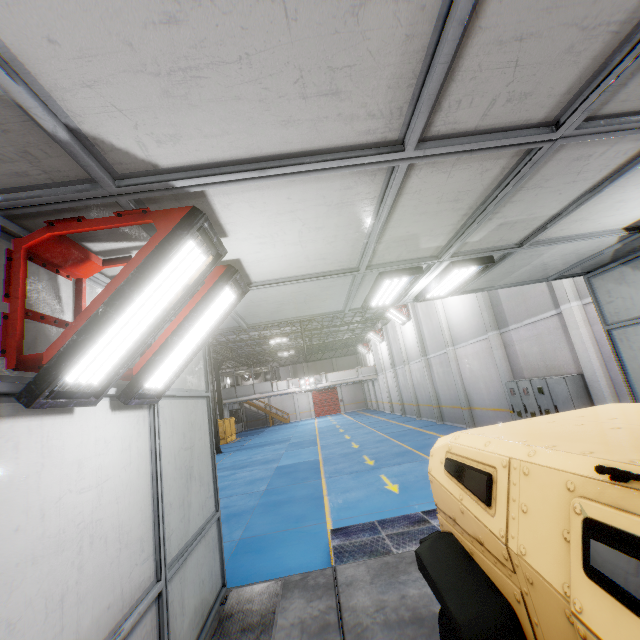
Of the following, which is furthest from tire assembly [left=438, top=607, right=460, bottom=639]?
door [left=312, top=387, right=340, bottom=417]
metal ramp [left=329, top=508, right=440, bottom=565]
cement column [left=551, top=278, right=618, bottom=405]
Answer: door [left=312, top=387, right=340, bottom=417]

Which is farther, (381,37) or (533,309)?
(533,309)

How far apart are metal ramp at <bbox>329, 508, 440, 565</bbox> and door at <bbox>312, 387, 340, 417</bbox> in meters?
40.3 m

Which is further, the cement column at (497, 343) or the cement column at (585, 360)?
the cement column at (497, 343)

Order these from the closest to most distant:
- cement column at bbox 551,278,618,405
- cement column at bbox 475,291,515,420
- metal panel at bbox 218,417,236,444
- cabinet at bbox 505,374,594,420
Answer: cement column at bbox 551,278,618,405 → cabinet at bbox 505,374,594,420 → cement column at bbox 475,291,515,420 → metal panel at bbox 218,417,236,444

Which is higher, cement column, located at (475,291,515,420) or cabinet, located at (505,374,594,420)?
cement column, located at (475,291,515,420)

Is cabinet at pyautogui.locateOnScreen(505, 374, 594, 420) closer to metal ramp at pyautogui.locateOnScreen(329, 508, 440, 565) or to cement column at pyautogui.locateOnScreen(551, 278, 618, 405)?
cement column at pyautogui.locateOnScreen(551, 278, 618, 405)

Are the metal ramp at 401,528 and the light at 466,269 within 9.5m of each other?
yes
